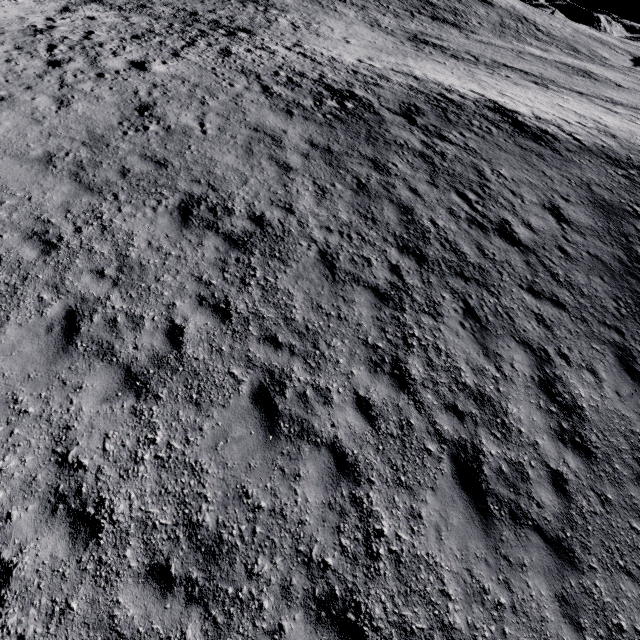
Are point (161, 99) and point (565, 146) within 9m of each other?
no
